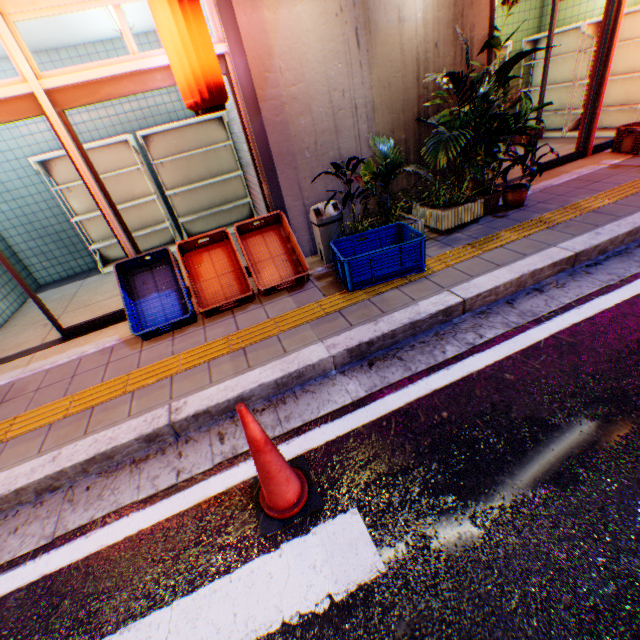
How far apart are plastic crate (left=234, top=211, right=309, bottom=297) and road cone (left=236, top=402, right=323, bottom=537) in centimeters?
189cm

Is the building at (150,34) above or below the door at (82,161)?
above

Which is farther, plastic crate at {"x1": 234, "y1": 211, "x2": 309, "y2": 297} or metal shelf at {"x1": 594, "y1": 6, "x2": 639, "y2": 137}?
metal shelf at {"x1": 594, "y1": 6, "x2": 639, "y2": 137}

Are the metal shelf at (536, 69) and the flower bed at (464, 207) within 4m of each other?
no

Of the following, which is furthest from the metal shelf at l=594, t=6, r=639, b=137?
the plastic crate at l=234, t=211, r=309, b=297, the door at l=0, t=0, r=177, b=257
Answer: the door at l=0, t=0, r=177, b=257

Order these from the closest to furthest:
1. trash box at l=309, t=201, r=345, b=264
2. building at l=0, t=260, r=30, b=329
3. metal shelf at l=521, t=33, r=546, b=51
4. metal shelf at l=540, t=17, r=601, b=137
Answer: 1. trash box at l=309, t=201, r=345, b=264
2. building at l=0, t=260, r=30, b=329
3. metal shelf at l=540, t=17, r=601, b=137
4. metal shelf at l=521, t=33, r=546, b=51

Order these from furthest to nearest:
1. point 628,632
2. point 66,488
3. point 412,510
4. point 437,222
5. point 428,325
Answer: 1. point 437,222
2. point 428,325
3. point 66,488
4. point 412,510
5. point 628,632

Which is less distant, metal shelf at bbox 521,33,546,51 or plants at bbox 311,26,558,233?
plants at bbox 311,26,558,233
